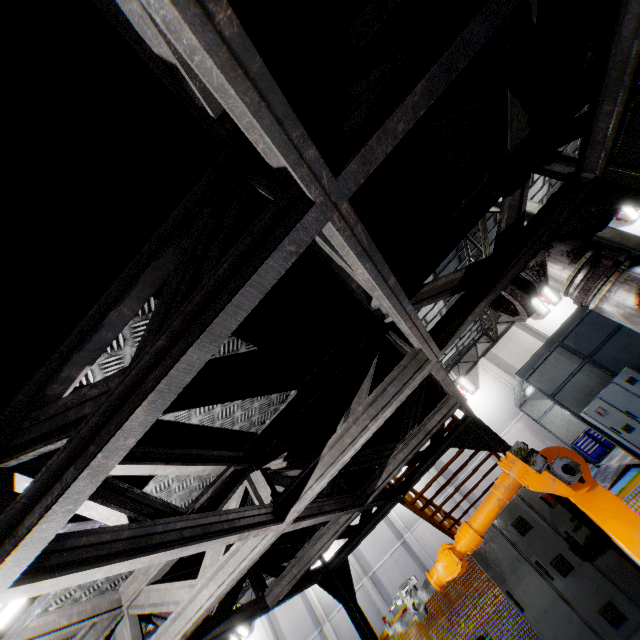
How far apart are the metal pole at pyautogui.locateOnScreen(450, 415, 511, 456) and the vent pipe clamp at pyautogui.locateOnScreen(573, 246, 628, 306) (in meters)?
3.28

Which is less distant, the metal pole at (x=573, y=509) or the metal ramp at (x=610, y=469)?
the metal pole at (x=573, y=509)

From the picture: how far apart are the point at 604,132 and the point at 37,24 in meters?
3.3 m

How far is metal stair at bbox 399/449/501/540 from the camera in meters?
7.0

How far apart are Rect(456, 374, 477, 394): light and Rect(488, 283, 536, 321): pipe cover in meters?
20.3

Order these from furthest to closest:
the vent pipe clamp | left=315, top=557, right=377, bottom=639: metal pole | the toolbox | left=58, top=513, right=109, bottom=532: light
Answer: the toolbox < left=315, top=557, right=377, bottom=639: metal pole < the vent pipe clamp < left=58, top=513, right=109, bottom=532: light

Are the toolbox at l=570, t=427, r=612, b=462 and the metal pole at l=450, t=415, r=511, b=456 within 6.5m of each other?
no

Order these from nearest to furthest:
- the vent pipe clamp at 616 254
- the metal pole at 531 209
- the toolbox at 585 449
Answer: the vent pipe clamp at 616 254 < the metal pole at 531 209 < the toolbox at 585 449
